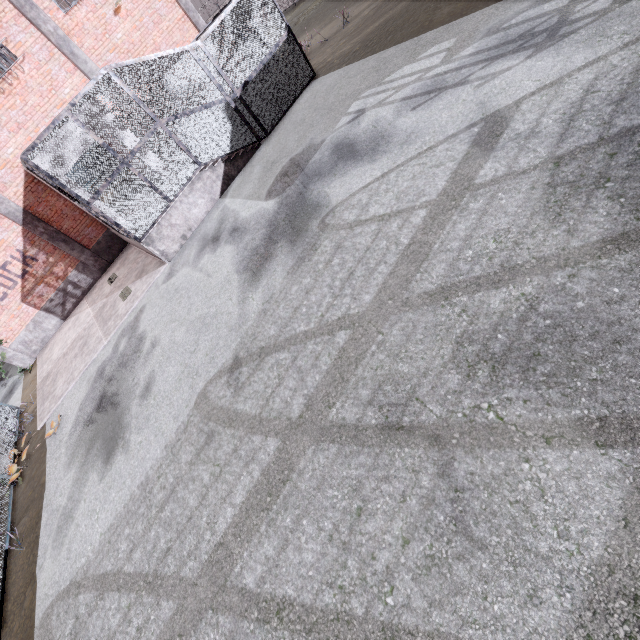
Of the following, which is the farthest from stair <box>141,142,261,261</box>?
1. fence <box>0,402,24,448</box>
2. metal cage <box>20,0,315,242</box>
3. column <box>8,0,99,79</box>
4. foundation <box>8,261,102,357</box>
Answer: fence <box>0,402,24,448</box>

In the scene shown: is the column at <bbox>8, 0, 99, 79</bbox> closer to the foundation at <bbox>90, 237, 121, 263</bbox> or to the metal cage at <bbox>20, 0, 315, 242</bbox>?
the metal cage at <bbox>20, 0, 315, 242</bbox>

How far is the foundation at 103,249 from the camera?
13.8m

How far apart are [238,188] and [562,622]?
10.9m

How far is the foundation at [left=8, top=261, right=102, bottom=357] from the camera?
13.1 meters

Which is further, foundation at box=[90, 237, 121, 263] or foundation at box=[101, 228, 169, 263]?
foundation at box=[90, 237, 121, 263]

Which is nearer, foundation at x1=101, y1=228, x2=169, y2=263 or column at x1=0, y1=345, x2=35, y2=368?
foundation at x1=101, y1=228, x2=169, y2=263

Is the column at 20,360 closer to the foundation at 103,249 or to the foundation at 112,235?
the foundation at 103,249
